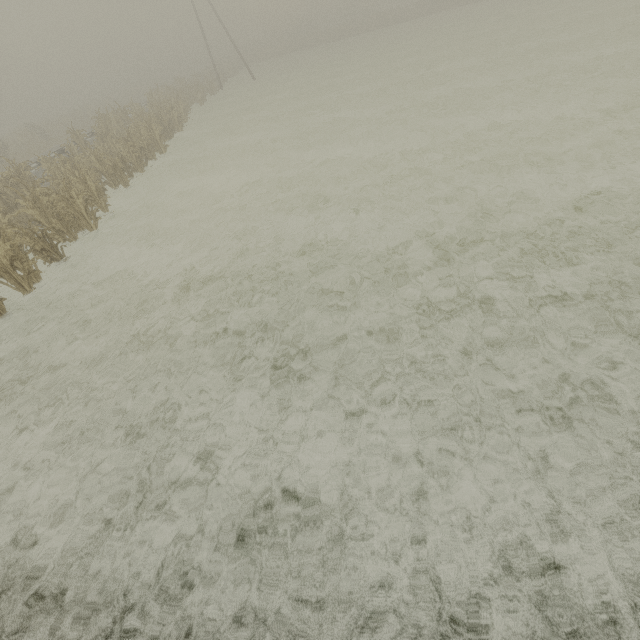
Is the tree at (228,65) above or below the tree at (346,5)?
below

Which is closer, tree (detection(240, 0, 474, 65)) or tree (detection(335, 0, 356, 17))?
tree (detection(240, 0, 474, 65))

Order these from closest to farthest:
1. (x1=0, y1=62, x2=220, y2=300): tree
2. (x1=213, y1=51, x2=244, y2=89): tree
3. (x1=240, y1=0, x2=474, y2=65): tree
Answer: (x1=0, y1=62, x2=220, y2=300): tree
(x1=213, y1=51, x2=244, y2=89): tree
(x1=240, y1=0, x2=474, y2=65): tree

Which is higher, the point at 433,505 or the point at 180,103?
the point at 180,103

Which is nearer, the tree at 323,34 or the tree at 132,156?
the tree at 132,156

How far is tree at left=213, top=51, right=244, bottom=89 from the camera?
39.63m

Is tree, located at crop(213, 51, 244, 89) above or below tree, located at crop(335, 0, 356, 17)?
below
